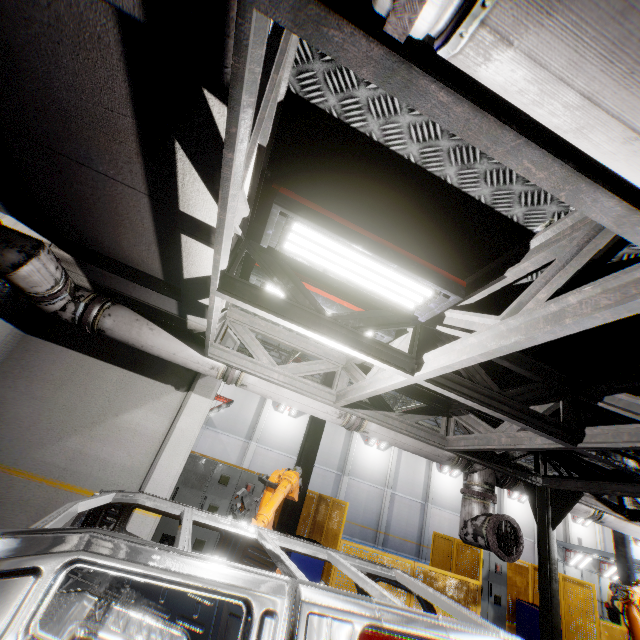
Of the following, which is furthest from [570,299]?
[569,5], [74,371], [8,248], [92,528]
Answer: [74,371]

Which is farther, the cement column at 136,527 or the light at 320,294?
the cement column at 136,527

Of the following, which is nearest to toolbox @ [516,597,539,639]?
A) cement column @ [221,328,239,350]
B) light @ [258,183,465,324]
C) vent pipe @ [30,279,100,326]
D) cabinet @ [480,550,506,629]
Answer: cabinet @ [480,550,506,629]

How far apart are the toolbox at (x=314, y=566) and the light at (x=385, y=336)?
5.7m

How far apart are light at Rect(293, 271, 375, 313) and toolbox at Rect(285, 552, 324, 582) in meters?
5.7 m

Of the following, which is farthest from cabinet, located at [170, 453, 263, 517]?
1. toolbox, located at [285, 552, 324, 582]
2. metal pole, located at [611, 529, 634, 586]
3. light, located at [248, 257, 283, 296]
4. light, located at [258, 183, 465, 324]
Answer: metal pole, located at [611, 529, 634, 586]

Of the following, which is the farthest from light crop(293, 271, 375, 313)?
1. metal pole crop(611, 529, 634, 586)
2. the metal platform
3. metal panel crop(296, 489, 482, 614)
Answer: metal pole crop(611, 529, 634, 586)

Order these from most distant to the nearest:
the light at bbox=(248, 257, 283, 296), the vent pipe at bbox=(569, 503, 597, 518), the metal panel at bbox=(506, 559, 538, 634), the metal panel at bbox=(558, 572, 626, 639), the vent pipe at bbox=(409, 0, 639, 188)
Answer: the metal panel at bbox=(506, 559, 538, 634) → the metal panel at bbox=(558, 572, 626, 639) → the vent pipe at bbox=(569, 503, 597, 518) → the light at bbox=(248, 257, 283, 296) → the vent pipe at bbox=(409, 0, 639, 188)
